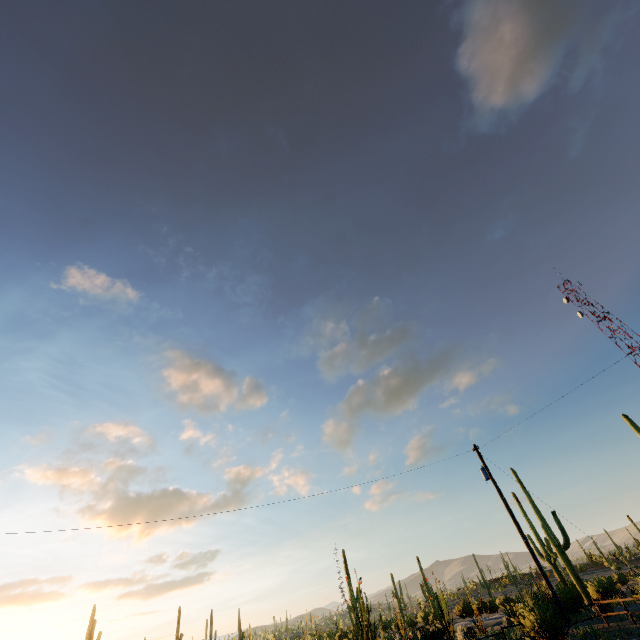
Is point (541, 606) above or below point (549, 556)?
below
